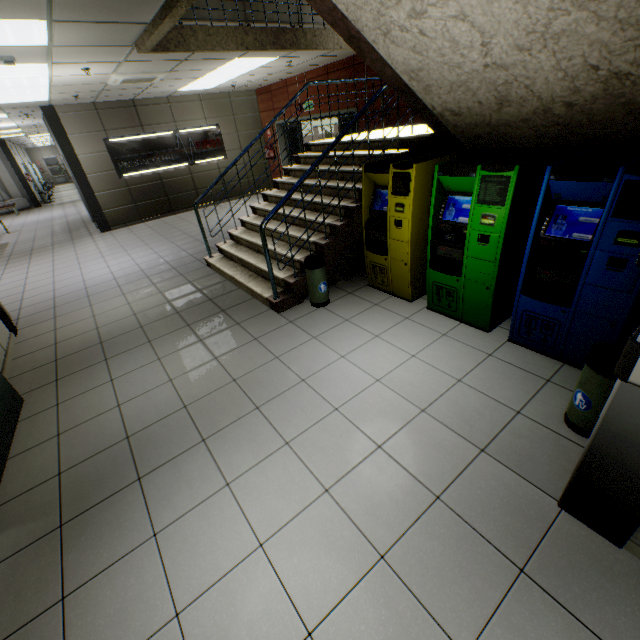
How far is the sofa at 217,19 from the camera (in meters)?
5.06

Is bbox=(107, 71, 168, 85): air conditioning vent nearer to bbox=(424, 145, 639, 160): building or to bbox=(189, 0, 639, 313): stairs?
bbox=(189, 0, 639, 313): stairs

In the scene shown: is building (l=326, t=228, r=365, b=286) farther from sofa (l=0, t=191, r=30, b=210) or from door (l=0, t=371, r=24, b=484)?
sofa (l=0, t=191, r=30, b=210)

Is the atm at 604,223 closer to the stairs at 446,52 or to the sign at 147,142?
the stairs at 446,52

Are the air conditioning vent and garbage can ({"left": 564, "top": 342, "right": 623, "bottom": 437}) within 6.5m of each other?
no

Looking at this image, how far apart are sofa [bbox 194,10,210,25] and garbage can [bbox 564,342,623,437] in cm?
671

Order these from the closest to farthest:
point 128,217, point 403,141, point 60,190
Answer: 1. point 403,141
2. point 128,217
3. point 60,190

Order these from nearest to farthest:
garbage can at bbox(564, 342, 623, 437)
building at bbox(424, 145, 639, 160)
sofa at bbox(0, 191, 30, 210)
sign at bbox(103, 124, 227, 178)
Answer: garbage can at bbox(564, 342, 623, 437)
building at bbox(424, 145, 639, 160)
sign at bbox(103, 124, 227, 178)
sofa at bbox(0, 191, 30, 210)
